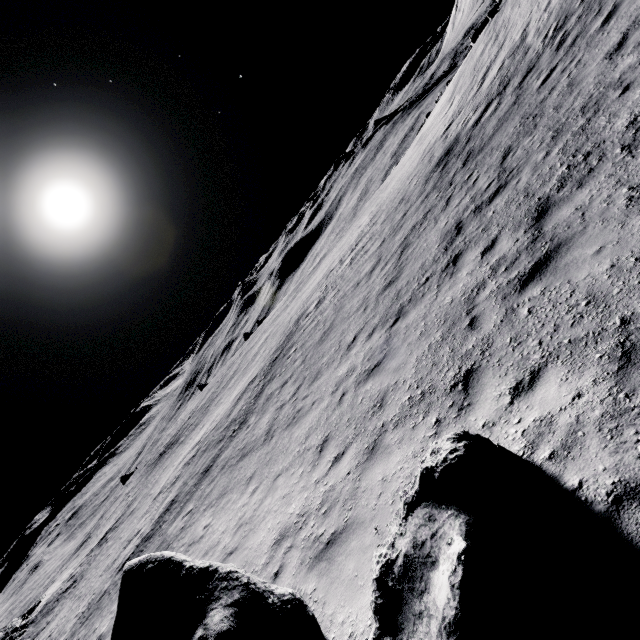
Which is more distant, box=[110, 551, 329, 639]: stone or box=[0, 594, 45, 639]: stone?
box=[0, 594, 45, 639]: stone

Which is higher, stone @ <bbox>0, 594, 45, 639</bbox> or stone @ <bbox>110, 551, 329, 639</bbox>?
stone @ <bbox>110, 551, 329, 639</bbox>

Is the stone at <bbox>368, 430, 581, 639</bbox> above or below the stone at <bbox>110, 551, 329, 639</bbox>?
below

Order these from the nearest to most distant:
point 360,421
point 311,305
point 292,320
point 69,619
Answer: point 360,421 → point 69,619 → point 311,305 → point 292,320

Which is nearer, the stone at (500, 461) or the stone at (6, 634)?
the stone at (500, 461)
